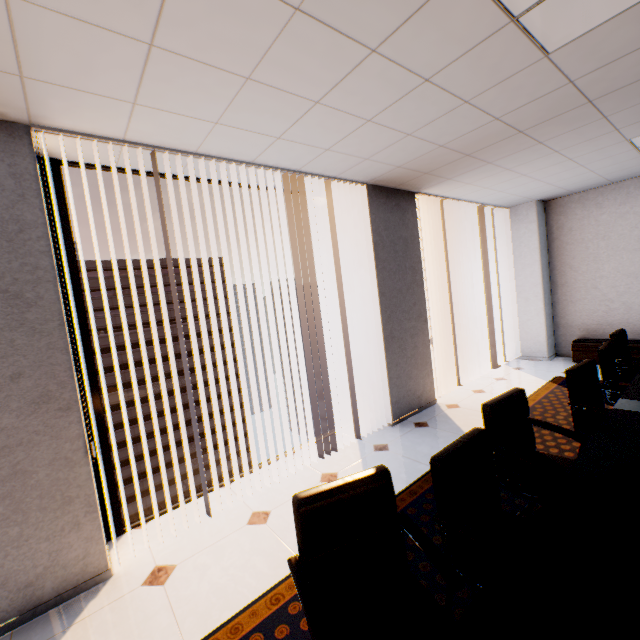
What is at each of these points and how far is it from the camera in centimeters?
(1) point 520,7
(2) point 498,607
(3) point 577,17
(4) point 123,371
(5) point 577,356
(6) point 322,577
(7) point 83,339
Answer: (1) light, 156cm
(2) table, 94cm
(3) light, 167cm
(4) building, 5088cm
(5) cupboard, 567cm
(6) chair, 136cm
(7) window, 249cm

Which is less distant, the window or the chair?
the chair

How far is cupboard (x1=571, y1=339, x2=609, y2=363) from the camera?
5.5m

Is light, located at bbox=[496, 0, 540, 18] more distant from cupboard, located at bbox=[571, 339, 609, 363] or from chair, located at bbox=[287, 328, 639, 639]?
cupboard, located at bbox=[571, 339, 609, 363]

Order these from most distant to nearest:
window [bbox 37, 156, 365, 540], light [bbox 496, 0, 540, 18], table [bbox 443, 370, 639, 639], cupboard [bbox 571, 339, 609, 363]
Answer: cupboard [bbox 571, 339, 609, 363] < window [bbox 37, 156, 365, 540] < light [bbox 496, 0, 540, 18] < table [bbox 443, 370, 639, 639]

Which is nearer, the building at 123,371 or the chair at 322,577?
the chair at 322,577

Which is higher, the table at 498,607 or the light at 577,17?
the light at 577,17

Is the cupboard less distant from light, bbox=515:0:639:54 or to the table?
the table
